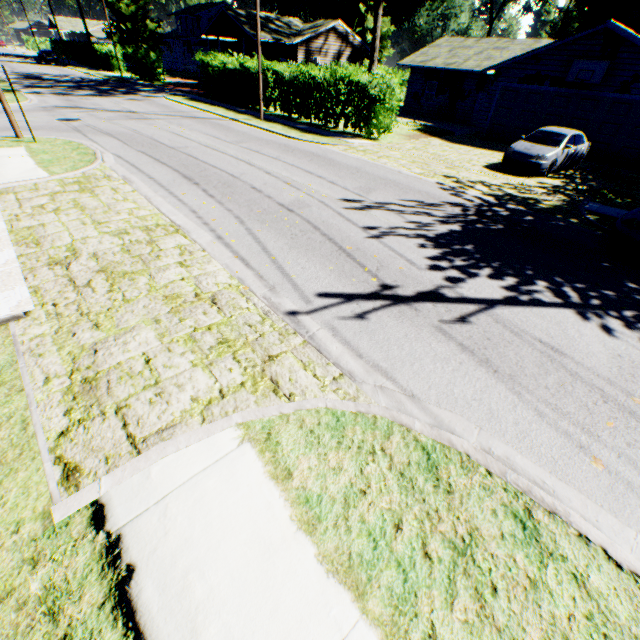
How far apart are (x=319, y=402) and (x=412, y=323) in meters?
2.3 m

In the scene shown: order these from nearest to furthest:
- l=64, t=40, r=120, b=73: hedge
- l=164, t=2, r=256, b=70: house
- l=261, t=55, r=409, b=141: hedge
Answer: l=261, t=55, r=409, b=141: hedge < l=164, t=2, r=256, b=70: house < l=64, t=40, r=120, b=73: hedge

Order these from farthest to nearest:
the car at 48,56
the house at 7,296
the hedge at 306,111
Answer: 1. the car at 48,56
2. the hedge at 306,111
3. the house at 7,296

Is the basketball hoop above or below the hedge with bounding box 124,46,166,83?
above

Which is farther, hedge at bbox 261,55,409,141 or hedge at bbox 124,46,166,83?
hedge at bbox 124,46,166,83

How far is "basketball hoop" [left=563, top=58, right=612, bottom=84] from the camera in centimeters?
1641cm

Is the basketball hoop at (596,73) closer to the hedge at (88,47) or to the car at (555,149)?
the car at (555,149)

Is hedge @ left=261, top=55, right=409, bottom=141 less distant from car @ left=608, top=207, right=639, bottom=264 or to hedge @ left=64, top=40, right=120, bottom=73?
car @ left=608, top=207, right=639, bottom=264
